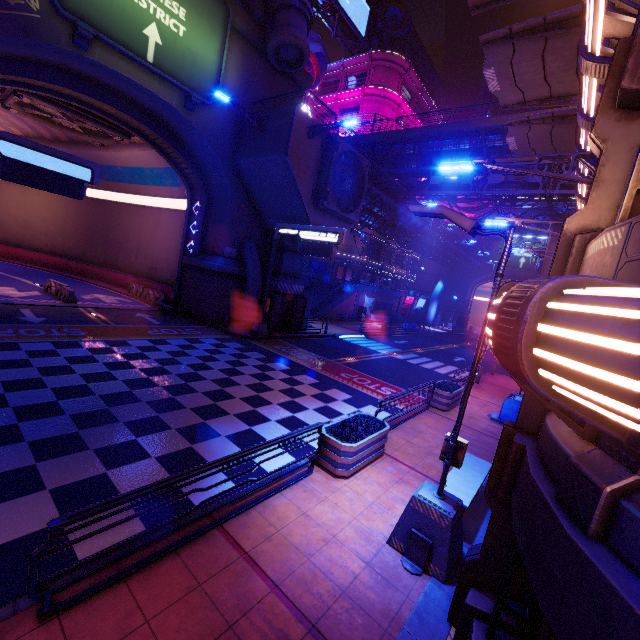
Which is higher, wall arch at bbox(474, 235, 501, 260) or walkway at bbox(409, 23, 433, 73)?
walkway at bbox(409, 23, 433, 73)

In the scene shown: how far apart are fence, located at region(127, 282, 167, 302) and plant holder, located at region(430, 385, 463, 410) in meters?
20.3 m

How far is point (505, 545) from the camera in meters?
4.2 m

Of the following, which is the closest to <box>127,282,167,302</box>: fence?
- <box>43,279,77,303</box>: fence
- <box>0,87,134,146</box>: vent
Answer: <box>43,279,77,303</box>: fence

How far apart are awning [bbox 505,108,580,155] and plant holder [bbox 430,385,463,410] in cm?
1149

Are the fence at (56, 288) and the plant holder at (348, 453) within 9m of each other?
no

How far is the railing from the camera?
3.6 meters

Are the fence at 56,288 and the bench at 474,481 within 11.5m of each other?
no
